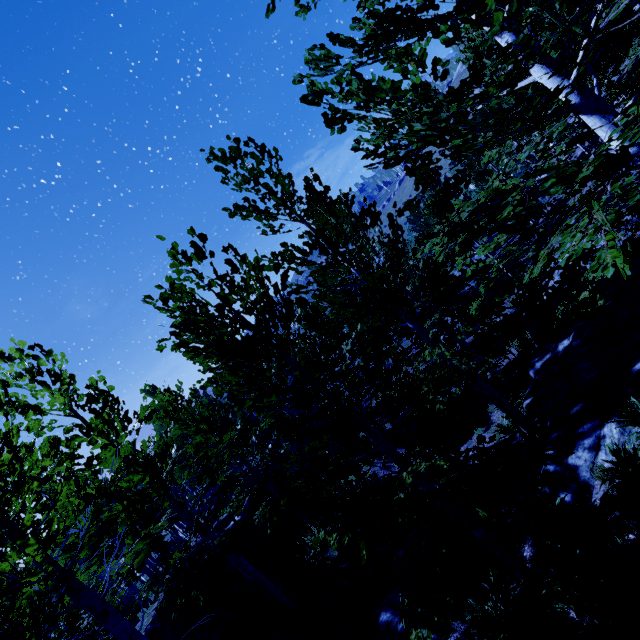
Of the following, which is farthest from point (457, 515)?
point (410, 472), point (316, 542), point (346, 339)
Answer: point (346, 339)

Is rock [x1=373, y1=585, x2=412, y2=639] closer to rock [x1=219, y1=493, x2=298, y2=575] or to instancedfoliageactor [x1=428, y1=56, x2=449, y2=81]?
instancedfoliageactor [x1=428, y1=56, x2=449, y2=81]

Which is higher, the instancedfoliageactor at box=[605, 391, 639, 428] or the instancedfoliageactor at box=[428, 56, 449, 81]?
the instancedfoliageactor at box=[428, 56, 449, 81]

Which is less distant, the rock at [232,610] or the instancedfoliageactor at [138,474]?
the instancedfoliageactor at [138,474]

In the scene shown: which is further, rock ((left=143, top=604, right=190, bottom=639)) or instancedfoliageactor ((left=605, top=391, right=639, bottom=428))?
rock ((left=143, top=604, right=190, bottom=639))

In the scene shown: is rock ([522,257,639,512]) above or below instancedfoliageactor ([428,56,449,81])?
below
